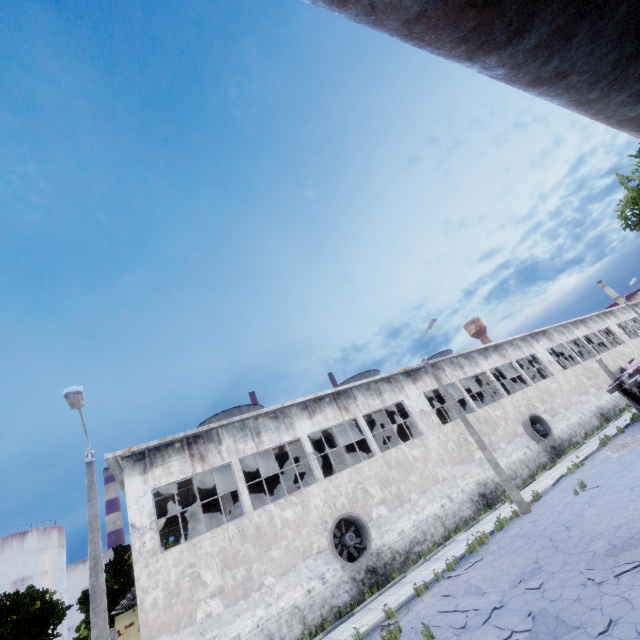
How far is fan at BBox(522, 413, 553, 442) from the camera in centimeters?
2414cm

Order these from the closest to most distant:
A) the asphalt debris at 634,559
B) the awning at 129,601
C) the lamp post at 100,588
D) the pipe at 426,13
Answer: the pipe at 426,13, the asphalt debris at 634,559, the lamp post at 100,588, the awning at 129,601

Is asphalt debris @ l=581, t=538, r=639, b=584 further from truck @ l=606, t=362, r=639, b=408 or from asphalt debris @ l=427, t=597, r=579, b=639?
truck @ l=606, t=362, r=639, b=408

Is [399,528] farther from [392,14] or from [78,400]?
[392,14]

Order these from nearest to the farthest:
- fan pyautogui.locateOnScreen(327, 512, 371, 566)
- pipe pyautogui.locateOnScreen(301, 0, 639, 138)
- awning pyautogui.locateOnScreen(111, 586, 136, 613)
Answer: pipe pyautogui.locateOnScreen(301, 0, 639, 138), fan pyautogui.locateOnScreen(327, 512, 371, 566), awning pyautogui.locateOnScreen(111, 586, 136, 613)

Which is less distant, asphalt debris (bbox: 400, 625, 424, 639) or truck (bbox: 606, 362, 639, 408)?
asphalt debris (bbox: 400, 625, 424, 639)

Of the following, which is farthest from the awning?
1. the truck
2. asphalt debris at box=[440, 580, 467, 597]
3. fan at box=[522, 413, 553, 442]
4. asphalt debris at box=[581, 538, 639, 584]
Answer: the truck

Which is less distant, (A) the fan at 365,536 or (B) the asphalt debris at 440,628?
(B) the asphalt debris at 440,628
